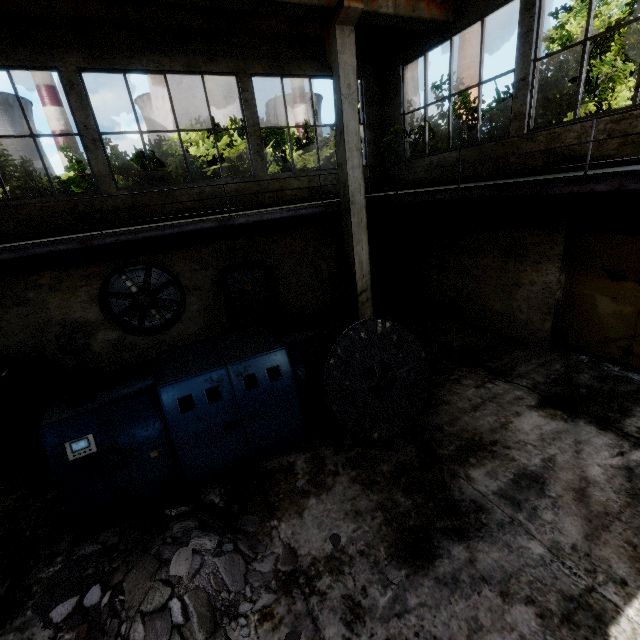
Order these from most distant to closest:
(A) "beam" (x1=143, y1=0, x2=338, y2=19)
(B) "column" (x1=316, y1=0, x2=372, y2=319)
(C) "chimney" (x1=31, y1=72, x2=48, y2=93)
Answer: (C) "chimney" (x1=31, y1=72, x2=48, y2=93), (B) "column" (x1=316, y1=0, x2=372, y2=319), (A) "beam" (x1=143, y1=0, x2=338, y2=19)

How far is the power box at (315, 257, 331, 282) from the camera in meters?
11.4

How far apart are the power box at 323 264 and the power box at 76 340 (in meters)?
7.18

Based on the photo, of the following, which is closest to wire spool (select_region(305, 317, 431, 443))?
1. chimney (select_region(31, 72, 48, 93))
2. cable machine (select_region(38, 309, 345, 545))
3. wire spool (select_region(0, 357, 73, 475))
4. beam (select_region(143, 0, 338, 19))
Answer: cable machine (select_region(38, 309, 345, 545))

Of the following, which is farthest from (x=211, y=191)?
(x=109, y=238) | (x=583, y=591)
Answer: (x=583, y=591)

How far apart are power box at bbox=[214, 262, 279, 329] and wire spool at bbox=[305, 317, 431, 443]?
4.72m

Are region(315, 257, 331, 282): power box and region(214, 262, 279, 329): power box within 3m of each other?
yes

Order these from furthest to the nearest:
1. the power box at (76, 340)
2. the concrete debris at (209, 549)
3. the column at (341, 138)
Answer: the power box at (76, 340) → the column at (341, 138) → the concrete debris at (209, 549)
